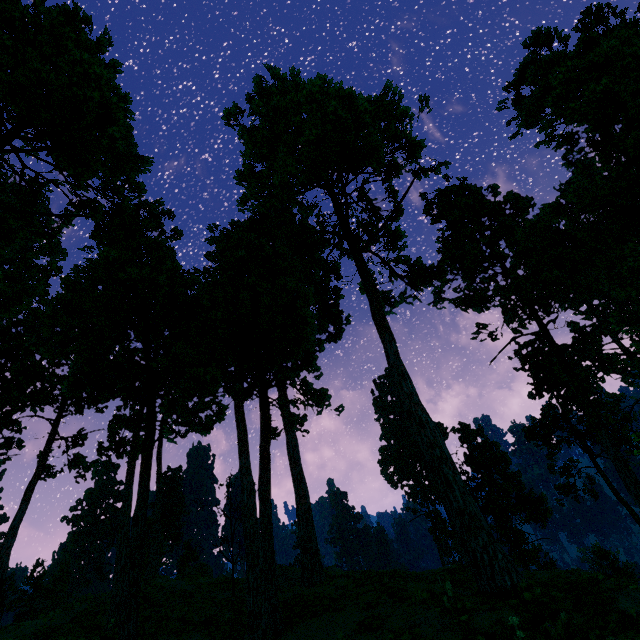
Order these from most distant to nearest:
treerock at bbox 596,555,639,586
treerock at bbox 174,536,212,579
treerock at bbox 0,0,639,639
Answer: treerock at bbox 174,536,212,579 → treerock at bbox 0,0,639,639 → treerock at bbox 596,555,639,586

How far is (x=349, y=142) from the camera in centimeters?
1928cm

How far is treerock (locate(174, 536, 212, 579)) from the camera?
35.97m

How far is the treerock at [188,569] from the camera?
36.0 meters

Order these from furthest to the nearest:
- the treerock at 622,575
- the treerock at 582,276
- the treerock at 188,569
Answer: the treerock at 188,569, the treerock at 582,276, the treerock at 622,575

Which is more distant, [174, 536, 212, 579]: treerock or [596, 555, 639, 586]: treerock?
[174, 536, 212, 579]: treerock
